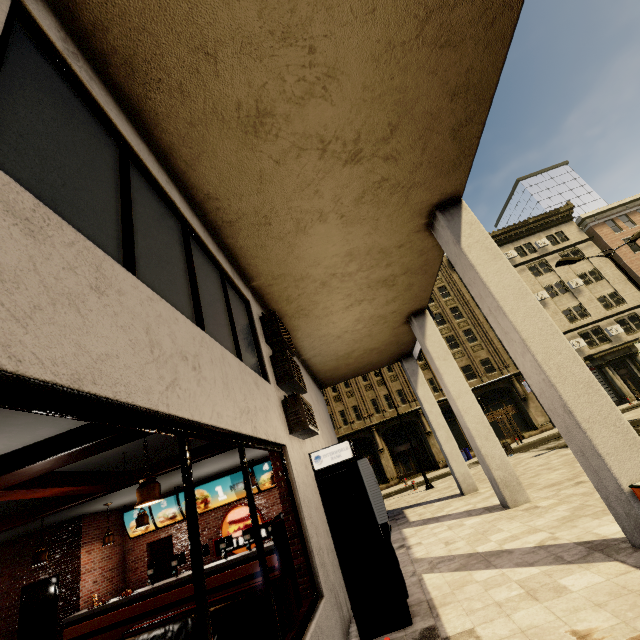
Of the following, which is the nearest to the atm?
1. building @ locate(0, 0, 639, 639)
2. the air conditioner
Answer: building @ locate(0, 0, 639, 639)

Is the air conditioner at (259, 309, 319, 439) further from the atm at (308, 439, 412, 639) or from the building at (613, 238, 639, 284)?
the atm at (308, 439, 412, 639)

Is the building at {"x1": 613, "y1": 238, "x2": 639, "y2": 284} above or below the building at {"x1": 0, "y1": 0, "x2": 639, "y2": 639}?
above

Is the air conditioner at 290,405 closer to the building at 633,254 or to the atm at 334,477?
the building at 633,254

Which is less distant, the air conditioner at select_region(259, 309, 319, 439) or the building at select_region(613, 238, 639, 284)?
the air conditioner at select_region(259, 309, 319, 439)

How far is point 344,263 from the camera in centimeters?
713cm
